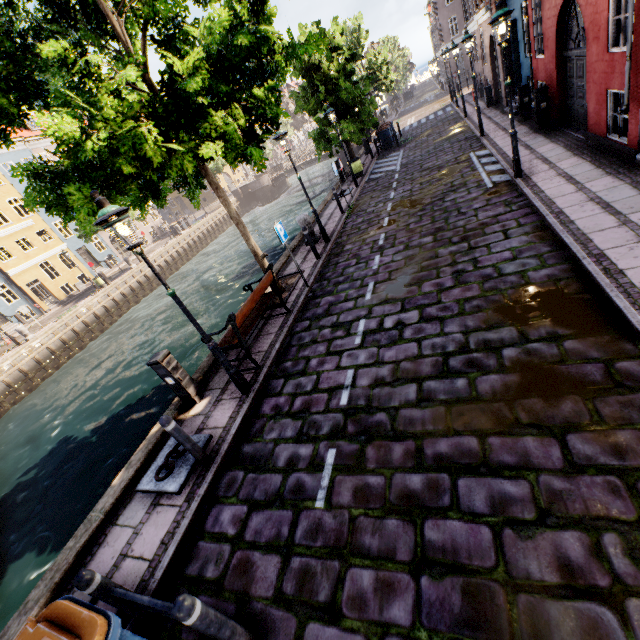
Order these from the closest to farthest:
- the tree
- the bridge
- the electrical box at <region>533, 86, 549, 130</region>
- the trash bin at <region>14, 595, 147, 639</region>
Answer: the trash bin at <region>14, 595, 147, 639</region>, the tree, the electrical box at <region>533, 86, 549, 130</region>, the bridge

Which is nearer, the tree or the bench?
the tree

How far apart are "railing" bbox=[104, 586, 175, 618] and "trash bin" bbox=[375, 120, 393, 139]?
25.32m

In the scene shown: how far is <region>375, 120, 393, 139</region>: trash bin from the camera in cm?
→ 2203

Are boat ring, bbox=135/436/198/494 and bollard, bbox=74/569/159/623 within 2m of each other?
yes

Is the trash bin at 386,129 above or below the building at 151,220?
below

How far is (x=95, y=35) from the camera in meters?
6.6

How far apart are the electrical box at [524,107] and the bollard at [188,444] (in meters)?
16.79
